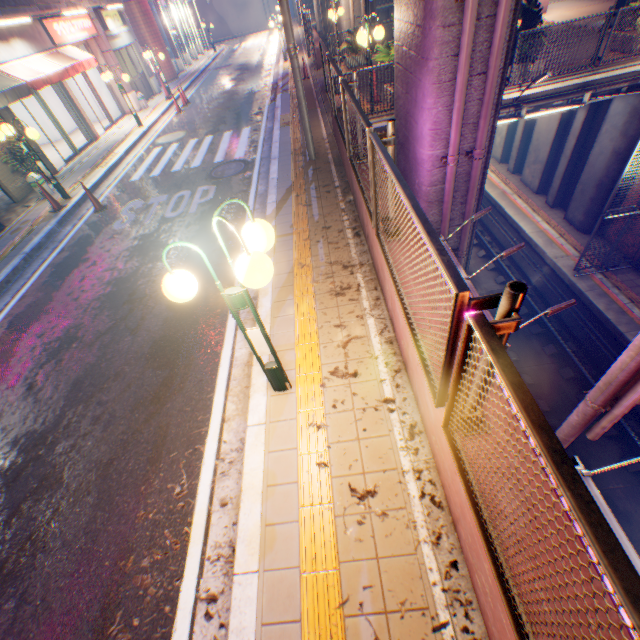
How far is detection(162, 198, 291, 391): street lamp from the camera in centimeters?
228cm

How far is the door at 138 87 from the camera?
17.8 meters

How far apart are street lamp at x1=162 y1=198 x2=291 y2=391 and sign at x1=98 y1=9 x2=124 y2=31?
21.9 meters

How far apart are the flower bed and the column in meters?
11.4

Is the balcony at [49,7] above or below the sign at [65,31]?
above

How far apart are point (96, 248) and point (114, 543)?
7.1m

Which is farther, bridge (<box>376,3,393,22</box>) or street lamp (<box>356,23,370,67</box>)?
bridge (<box>376,3,393,22</box>)

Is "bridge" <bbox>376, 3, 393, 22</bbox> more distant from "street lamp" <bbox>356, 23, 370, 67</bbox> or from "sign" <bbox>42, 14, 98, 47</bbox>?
"street lamp" <bbox>356, 23, 370, 67</bbox>
